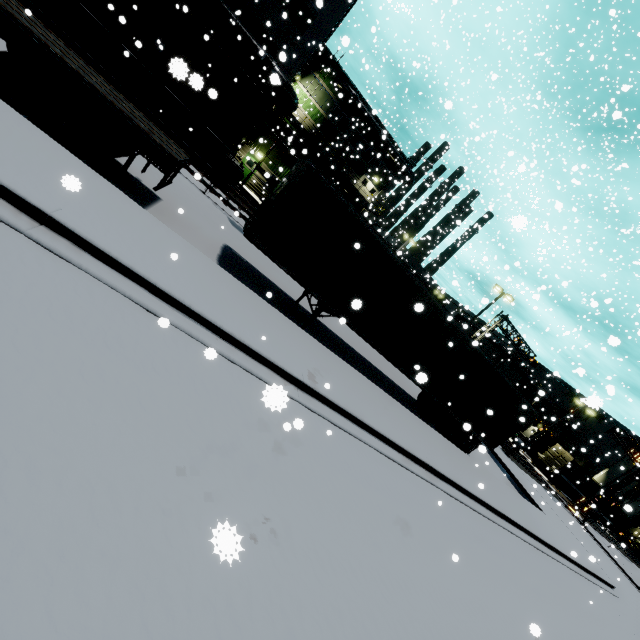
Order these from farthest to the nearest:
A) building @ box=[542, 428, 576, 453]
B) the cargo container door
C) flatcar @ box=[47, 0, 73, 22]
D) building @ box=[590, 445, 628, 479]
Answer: building @ box=[590, 445, 628, 479] < building @ box=[542, 428, 576, 453] < the cargo container door < flatcar @ box=[47, 0, 73, 22]

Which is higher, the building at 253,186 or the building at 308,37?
the building at 308,37

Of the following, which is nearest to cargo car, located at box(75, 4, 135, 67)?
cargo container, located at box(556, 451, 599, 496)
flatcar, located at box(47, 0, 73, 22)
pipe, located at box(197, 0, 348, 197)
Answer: flatcar, located at box(47, 0, 73, 22)

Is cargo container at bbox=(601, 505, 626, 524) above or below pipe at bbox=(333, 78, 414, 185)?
below

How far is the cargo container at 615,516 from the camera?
49.6 meters

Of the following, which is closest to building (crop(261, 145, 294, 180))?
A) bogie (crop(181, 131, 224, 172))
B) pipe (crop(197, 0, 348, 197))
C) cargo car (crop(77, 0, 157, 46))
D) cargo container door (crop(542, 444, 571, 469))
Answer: pipe (crop(197, 0, 348, 197))

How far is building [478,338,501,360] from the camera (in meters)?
54.12

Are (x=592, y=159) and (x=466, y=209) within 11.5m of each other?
no
